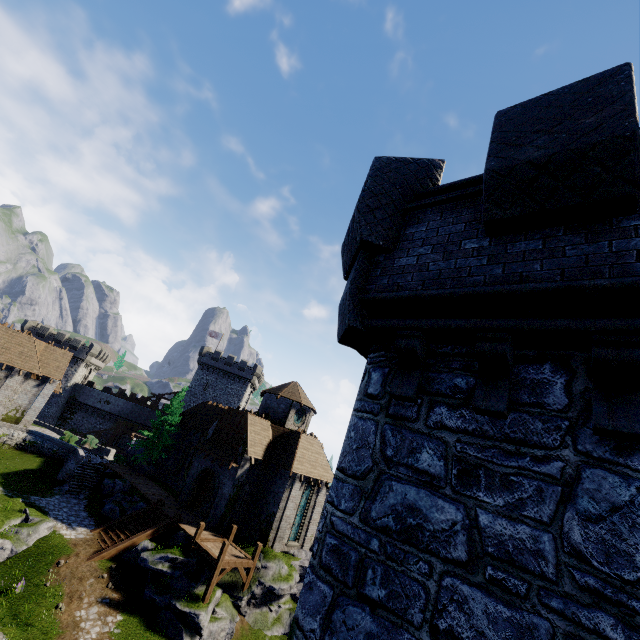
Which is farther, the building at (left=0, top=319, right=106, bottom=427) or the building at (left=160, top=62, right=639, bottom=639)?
the building at (left=0, top=319, right=106, bottom=427)

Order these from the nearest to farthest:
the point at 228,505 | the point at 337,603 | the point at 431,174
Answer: the point at 337,603, the point at 431,174, the point at 228,505

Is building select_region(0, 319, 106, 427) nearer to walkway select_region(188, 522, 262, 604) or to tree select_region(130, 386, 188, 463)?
tree select_region(130, 386, 188, 463)

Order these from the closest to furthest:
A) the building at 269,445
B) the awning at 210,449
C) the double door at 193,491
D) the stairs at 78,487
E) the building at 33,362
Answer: the building at 269,445 → the double door at 193,491 → the awning at 210,449 → the stairs at 78,487 → the building at 33,362

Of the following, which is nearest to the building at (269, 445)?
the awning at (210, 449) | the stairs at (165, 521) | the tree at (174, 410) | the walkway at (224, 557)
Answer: the walkway at (224, 557)

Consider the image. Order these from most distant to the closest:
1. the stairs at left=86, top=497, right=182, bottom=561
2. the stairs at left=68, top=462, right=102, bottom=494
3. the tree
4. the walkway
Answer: the tree < the stairs at left=68, top=462, right=102, bottom=494 < the stairs at left=86, top=497, right=182, bottom=561 < the walkway

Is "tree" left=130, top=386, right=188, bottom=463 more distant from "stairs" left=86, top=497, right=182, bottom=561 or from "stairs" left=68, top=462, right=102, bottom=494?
"stairs" left=86, top=497, right=182, bottom=561

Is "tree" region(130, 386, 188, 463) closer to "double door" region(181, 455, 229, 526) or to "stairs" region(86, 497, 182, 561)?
"double door" region(181, 455, 229, 526)
